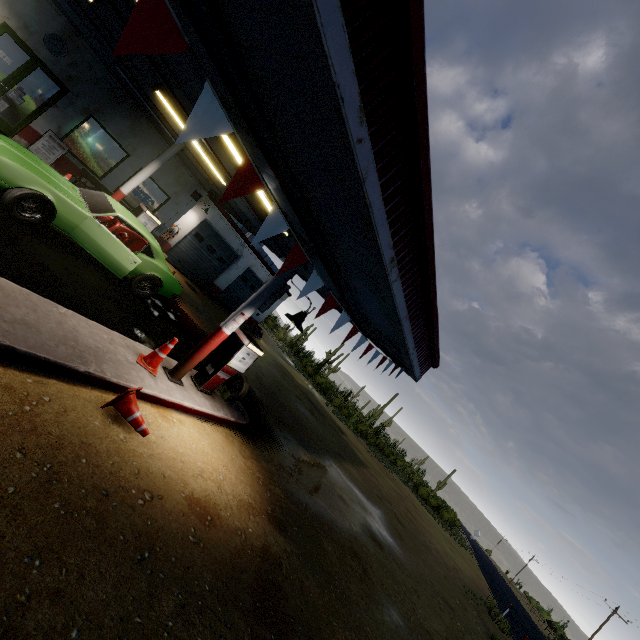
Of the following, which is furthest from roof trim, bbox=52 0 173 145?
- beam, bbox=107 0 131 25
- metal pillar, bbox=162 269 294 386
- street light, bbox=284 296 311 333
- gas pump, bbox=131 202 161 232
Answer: gas pump, bbox=131 202 161 232

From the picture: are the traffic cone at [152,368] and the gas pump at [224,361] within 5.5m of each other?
yes

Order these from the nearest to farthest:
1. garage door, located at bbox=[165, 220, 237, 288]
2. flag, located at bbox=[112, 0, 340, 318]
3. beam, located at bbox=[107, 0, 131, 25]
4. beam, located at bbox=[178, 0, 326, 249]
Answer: flag, located at bbox=[112, 0, 340, 318] < beam, located at bbox=[178, 0, 326, 249] < beam, located at bbox=[107, 0, 131, 25] < garage door, located at bbox=[165, 220, 237, 288]

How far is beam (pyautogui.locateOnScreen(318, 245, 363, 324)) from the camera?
6.88m

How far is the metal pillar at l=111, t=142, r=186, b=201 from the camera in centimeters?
1023cm

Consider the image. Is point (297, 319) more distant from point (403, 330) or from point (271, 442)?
point (271, 442)

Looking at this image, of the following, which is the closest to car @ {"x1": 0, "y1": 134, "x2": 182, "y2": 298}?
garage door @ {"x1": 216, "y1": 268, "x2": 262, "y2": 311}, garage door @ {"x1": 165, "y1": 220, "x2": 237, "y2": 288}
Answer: garage door @ {"x1": 165, "y1": 220, "x2": 237, "y2": 288}

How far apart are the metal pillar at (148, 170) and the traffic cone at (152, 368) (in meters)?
6.79
